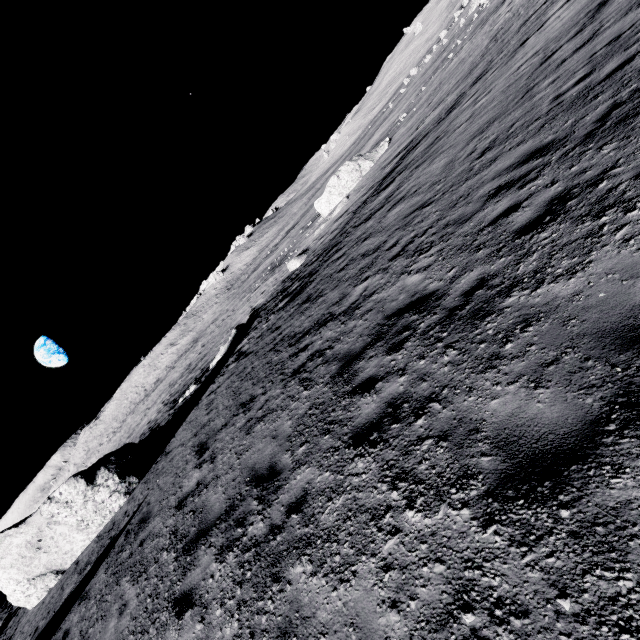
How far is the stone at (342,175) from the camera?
29.9m

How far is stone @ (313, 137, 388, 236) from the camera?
29.89m

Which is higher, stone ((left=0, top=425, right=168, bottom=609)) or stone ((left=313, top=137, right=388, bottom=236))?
stone ((left=0, top=425, right=168, bottom=609))

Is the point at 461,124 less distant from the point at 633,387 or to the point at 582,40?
the point at 582,40

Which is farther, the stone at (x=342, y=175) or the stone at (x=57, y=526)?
the stone at (x=342, y=175)

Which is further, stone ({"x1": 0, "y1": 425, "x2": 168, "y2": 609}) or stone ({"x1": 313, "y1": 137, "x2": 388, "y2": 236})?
stone ({"x1": 313, "y1": 137, "x2": 388, "y2": 236})
